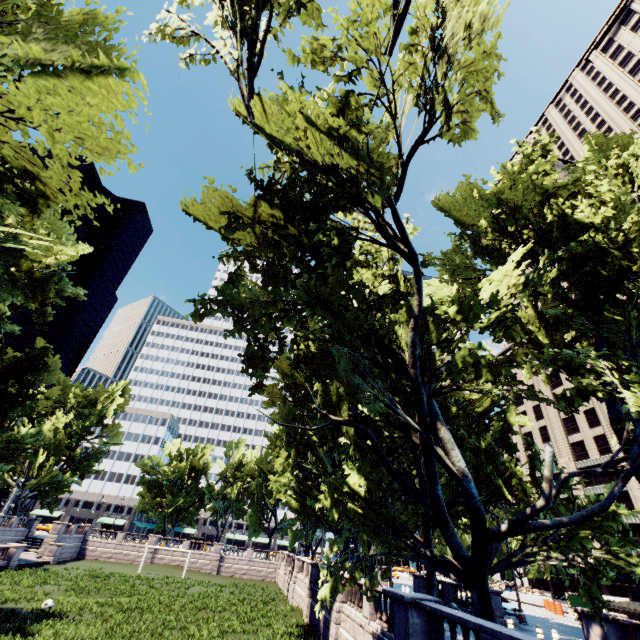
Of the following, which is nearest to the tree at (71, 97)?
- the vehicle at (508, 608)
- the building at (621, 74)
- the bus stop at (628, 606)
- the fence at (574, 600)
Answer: the vehicle at (508, 608)

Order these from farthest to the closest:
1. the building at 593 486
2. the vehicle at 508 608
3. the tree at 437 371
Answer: the building at 593 486 → the vehicle at 508 608 → the tree at 437 371

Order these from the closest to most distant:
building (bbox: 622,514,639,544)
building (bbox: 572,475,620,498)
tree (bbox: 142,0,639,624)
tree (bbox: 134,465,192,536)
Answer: tree (bbox: 142,0,639,624) < building (bbox: 622,514,639,544) < building (bbox: 572,475,620,498) < tree (bbox: 134,465,192,536)

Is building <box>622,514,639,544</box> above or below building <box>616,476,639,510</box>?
below

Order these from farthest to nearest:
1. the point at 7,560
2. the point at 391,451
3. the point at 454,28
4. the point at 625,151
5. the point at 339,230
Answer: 1. the point at 7,560
2. the point at 625,151
3. the point at 391,451
4. the point at 454,28
5. the point at 339,230

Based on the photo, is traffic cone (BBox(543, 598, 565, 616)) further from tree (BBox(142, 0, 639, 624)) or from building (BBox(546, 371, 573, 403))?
building (BBox(546, 371, 573, 403))

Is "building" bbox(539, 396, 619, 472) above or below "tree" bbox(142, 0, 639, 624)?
above
